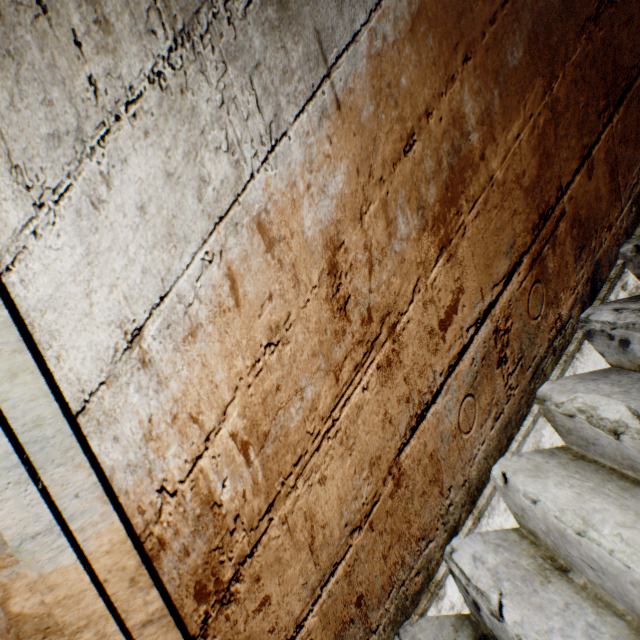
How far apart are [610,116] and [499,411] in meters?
1.1 m
